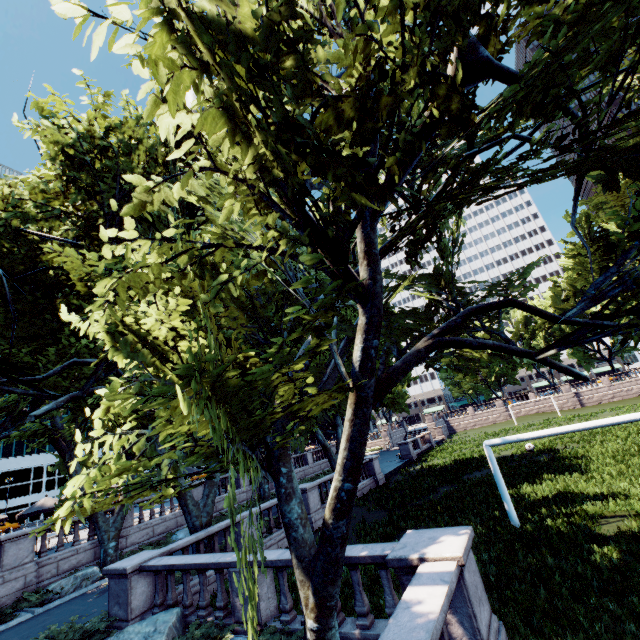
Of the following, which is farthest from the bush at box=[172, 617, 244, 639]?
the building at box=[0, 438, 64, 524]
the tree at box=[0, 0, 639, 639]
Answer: the building at box=[0, 438, 64, 524]

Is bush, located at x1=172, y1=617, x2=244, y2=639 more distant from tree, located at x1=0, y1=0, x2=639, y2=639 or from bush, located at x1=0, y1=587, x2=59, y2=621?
bush, located at x1=0, y1=587, x2=59, y2=621

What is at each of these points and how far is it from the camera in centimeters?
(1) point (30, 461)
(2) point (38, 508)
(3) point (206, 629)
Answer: (1) building, 5684cm
(2) umbrella, 1953cm
(3) bush, 812cm

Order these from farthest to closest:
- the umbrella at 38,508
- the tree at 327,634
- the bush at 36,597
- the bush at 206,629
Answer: the umbrella at 38,508, the bush at 36,597, the bush at 206,629, the tree at 327,634

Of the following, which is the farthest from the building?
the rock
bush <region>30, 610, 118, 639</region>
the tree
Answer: the rock

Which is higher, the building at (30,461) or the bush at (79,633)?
the building at (30,461)

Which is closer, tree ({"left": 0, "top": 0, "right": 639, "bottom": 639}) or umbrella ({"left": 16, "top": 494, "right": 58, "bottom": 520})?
tree ({"left": 0, "top": 0, "right": 639, "bottom": 639})

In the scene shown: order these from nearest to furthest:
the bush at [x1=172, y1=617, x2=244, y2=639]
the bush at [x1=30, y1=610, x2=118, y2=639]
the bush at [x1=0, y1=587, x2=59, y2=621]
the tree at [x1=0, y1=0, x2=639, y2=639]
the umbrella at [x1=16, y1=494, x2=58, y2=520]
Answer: the tree at [x1=0, y1=0, x2=639, y2=639] → the bush at [x1=172, y1=617, x2=244, y2=639] → the bush at [x1=30, y1=610, x2=118, y2=639] → the bush at [x1=0, y1=587, x2=59, y2=621] → the umbrella at [x1=16, y1=494, x2=58, y2=520]
